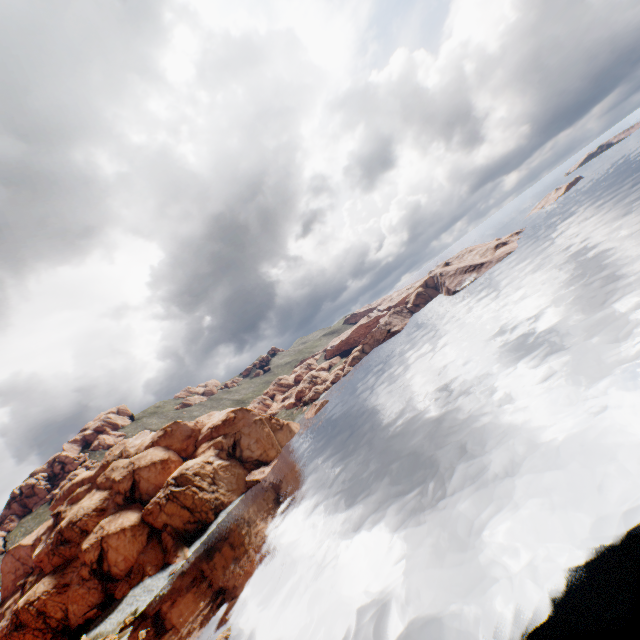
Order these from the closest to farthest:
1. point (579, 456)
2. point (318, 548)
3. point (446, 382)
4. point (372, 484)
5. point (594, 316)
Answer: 1. point (579, 456)
2. point (318, 548)
3. point (594, 316)
4. point (372, 484)
5. point (446, 382)
